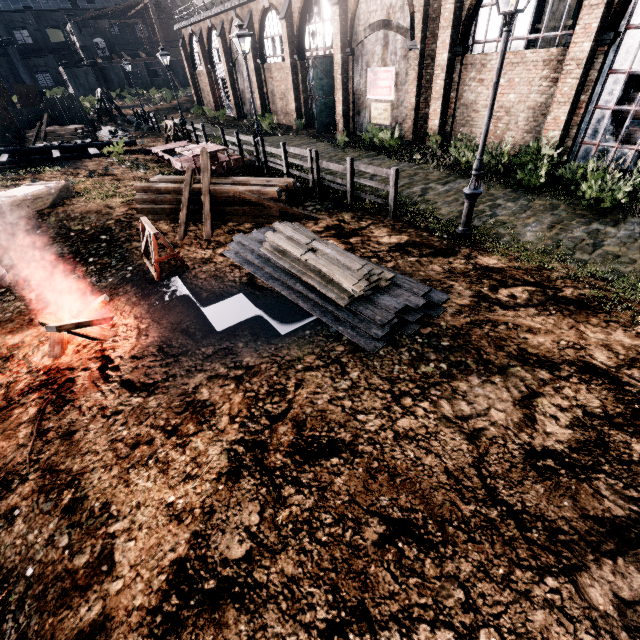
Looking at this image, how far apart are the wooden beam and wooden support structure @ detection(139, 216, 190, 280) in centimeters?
140cm

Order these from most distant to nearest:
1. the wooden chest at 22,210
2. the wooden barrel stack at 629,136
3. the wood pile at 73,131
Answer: the wood pile at 73,131, the wooden barrel stack at 629,136, the wooden chest at 22,210

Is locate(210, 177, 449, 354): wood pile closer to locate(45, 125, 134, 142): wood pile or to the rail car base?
the rail car base

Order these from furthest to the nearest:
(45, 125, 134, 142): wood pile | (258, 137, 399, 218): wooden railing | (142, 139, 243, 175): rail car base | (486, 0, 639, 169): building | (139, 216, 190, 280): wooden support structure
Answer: (45, 125, 134, 142): wood pile, (142, 139, 243, 175): rail car base, (486, 0, 639, 169): building, (258, 137, 399, 218): wooden railing, (139, 216, 190, 280): wooden support structure

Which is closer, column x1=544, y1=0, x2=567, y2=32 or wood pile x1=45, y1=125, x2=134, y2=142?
column x1=544, y1=0, x2=567, y2=32

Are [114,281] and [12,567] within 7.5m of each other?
yes

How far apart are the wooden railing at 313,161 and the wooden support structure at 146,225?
6.4 meters

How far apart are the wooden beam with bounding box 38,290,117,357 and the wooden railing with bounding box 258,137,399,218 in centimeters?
844cm
